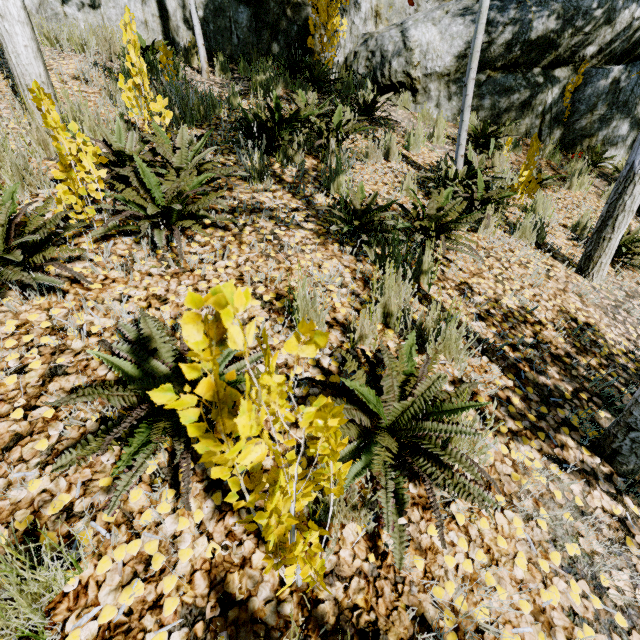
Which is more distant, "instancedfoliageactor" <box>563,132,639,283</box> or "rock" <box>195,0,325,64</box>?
"rock" <box>195,0,325,64</box>

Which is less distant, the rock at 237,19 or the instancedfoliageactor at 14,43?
the instancedfoliageactor at 14,43

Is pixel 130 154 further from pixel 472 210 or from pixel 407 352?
pixel 472 210

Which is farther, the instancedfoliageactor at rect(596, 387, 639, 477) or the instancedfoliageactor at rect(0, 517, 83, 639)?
the instancedfoliageactor at rect(596, 387, 639, 477)

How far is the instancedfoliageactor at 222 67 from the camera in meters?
5.6 m

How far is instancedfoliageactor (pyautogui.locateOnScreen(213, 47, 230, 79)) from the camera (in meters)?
5.59
